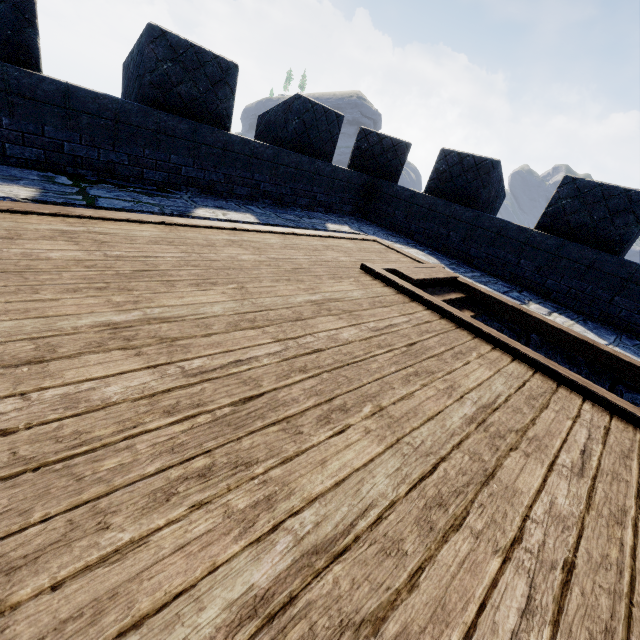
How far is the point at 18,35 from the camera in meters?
3.6 m
